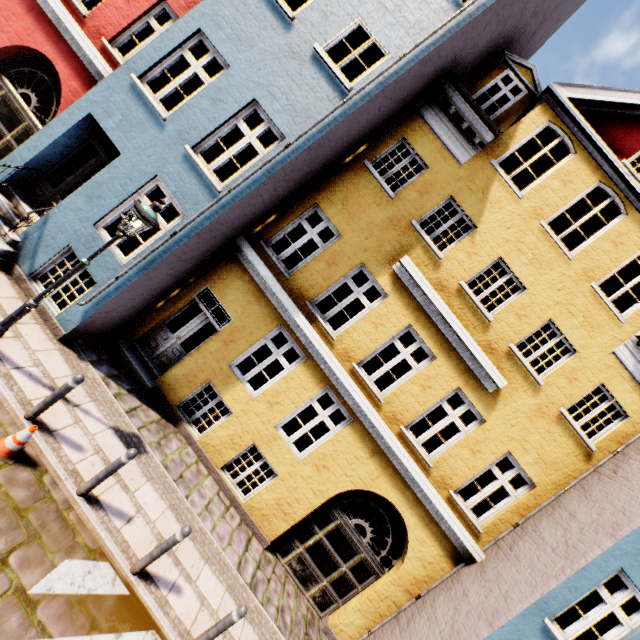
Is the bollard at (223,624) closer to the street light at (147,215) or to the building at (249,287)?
the building at (249,287)

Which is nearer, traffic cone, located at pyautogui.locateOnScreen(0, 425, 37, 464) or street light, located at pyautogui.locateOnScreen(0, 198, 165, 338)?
traffic cone, located at pyautogui.locateOnScreen(0, 425, 37, 464)

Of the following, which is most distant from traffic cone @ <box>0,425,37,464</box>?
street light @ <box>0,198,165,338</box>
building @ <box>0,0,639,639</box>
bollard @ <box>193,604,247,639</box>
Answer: bollard @ <box>193,604,247,639</box>

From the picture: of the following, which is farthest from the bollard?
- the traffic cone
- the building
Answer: the traffic cone

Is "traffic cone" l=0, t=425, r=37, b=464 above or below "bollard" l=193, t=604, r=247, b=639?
below

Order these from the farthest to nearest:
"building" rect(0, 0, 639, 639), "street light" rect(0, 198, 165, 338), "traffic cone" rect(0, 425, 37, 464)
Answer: "building" rect(0, 0, 639, 639)
"street light" rect(0, 198, 165, 338)
"traffic cone" rect(0, 425, 37, 464)

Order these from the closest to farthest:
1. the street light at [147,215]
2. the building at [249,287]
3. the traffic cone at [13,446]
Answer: the traffic cone at [13,446] → the street light at [147,215] → the building at [249,287]

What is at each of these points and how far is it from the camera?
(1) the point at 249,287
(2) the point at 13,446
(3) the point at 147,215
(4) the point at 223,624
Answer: (1) building, 8.45m
(2) traffic cone, 4.67m
(3) street light, 5.16m
(4) bollard, 4.94m
